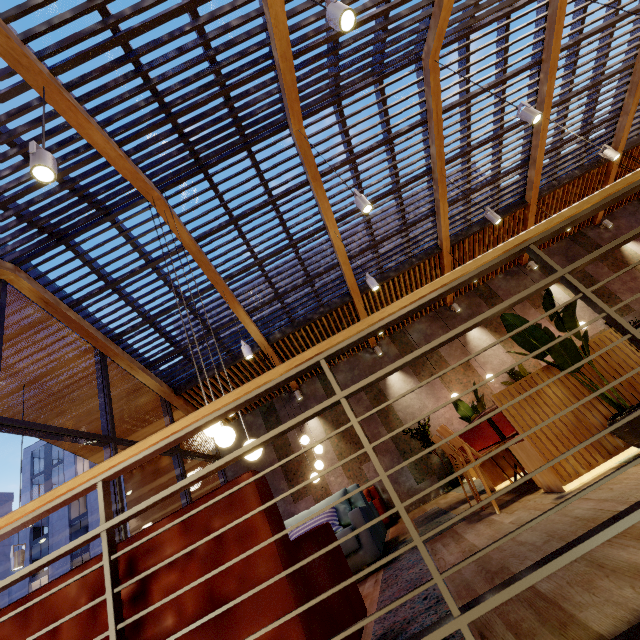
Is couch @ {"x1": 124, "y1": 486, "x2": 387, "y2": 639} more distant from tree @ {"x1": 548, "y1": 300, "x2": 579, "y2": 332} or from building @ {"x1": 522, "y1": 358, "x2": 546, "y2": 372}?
tree @ {"x1": 548, "y1": 300, "x2": 579, "y2": 332}

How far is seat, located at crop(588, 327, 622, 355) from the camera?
2.72m

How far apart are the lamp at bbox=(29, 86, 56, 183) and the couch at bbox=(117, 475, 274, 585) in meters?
2.7 m

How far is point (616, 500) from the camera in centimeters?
171cm

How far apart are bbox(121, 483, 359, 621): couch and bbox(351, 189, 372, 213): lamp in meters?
3.6

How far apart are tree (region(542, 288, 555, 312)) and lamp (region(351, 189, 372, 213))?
2.4 meters

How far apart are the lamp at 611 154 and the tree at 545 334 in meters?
5.8 m

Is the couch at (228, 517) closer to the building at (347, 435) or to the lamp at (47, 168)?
the building at (347, 435)
